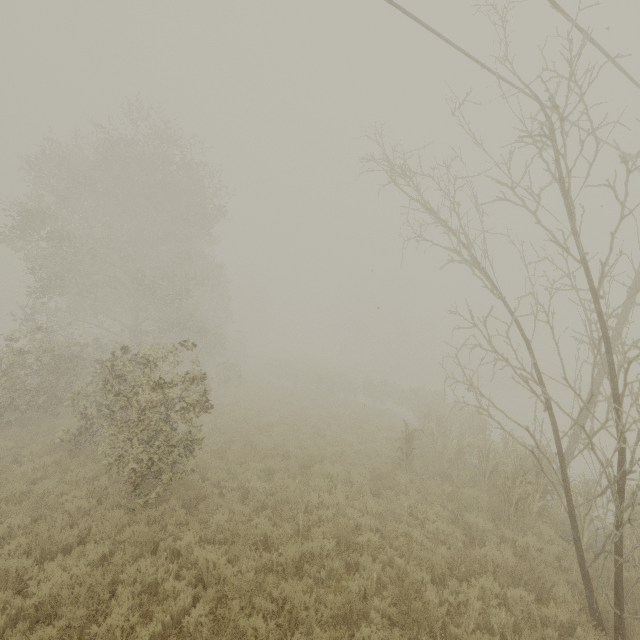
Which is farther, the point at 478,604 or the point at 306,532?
the point at 306,532
